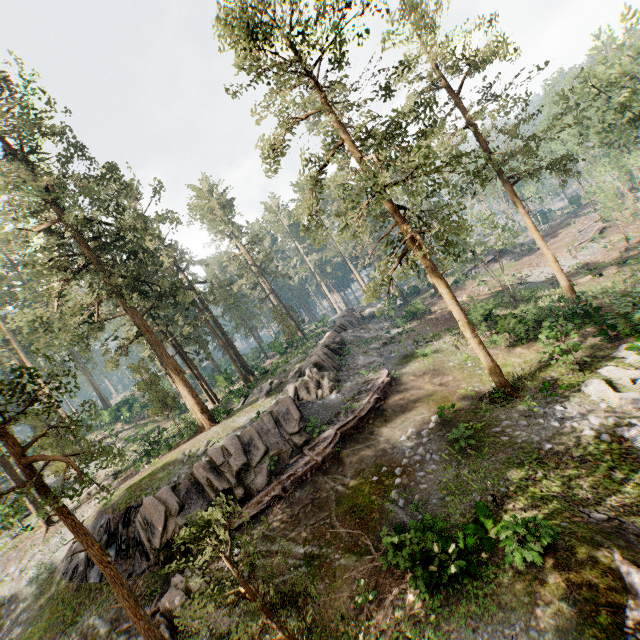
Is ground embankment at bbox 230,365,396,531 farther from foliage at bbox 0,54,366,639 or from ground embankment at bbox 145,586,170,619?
foliage at bbox 0,54,366,639

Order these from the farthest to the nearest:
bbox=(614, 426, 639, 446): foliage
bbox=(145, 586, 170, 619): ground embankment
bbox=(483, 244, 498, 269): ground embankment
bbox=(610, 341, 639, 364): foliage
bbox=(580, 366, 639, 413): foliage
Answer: bbox=(483, 244, 498, 269): ground embankment → bbox=(610, 341, 639, 364): foliage → bbox=(145, 586, 170, 619): ground embankment → bbox=(580, 366, 639, 413): foliage → bbox=(614, 426, 639, 446): foliage

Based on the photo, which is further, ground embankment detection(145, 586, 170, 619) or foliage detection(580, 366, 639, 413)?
ground embankment detection(145, 586, 170, 619)

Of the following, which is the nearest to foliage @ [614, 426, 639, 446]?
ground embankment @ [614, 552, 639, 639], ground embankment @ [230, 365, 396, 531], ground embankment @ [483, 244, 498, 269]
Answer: ground embankment @ [614, 552, 639, 639]

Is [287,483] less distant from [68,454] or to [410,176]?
[68,454]

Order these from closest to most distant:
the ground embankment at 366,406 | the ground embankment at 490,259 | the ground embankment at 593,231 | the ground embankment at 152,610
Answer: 1. the ground embankment at 152,610
2. the ground embankment at 366,406
3. the ground embankment at 593,231
4. the ground embankment at 490,259

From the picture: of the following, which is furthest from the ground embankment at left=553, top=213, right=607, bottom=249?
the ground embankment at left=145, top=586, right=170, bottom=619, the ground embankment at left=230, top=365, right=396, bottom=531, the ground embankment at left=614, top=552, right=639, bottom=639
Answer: the ground embankment at left=145, top=586, right=170, bottom=619

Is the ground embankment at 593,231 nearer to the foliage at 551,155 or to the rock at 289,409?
the foliage at 551,155
